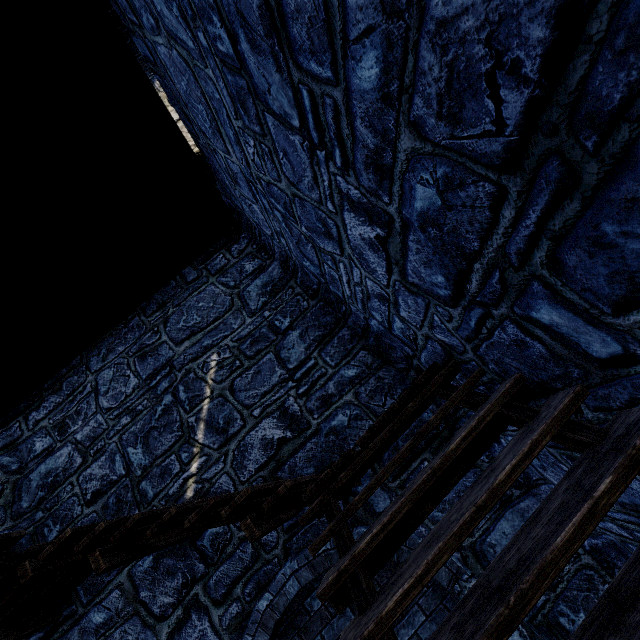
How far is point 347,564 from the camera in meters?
1.8 m
